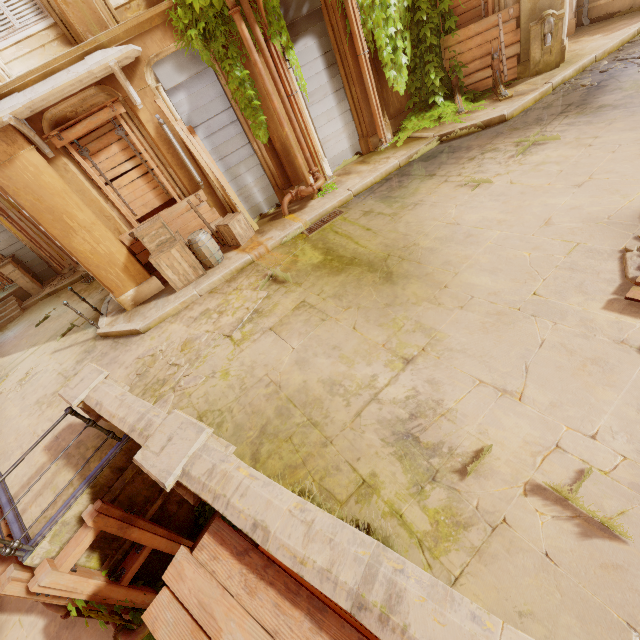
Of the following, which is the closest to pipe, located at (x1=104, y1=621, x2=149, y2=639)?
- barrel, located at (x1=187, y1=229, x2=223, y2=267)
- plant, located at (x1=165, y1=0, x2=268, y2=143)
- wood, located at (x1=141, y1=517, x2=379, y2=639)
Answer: wood, located at (x1=141, y1=517, x2=379, y2=639)

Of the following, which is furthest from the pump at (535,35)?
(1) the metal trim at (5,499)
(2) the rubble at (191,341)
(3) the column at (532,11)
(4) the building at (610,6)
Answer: (1) the metal trim at (5,499)

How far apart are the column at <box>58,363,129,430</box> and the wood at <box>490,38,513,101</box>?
10.6 meters

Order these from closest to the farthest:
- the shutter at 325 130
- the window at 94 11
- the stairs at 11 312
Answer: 1. the window at 94 11
2. the shutter at 325 130
3. the stairs at 11 312

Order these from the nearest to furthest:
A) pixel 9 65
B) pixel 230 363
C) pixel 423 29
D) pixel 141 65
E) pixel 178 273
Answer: pixel 230 363, pixel 9 65, pixel 141 65, pixel 178 273, pixel 423 29

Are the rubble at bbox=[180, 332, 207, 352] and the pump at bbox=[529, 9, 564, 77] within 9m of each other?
→ no

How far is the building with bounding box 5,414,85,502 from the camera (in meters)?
5.19

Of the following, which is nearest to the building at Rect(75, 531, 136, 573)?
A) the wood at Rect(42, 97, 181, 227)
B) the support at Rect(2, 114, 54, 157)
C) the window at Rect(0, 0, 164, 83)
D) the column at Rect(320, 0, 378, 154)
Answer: the column at Rect(320, 0, 378, 154)
